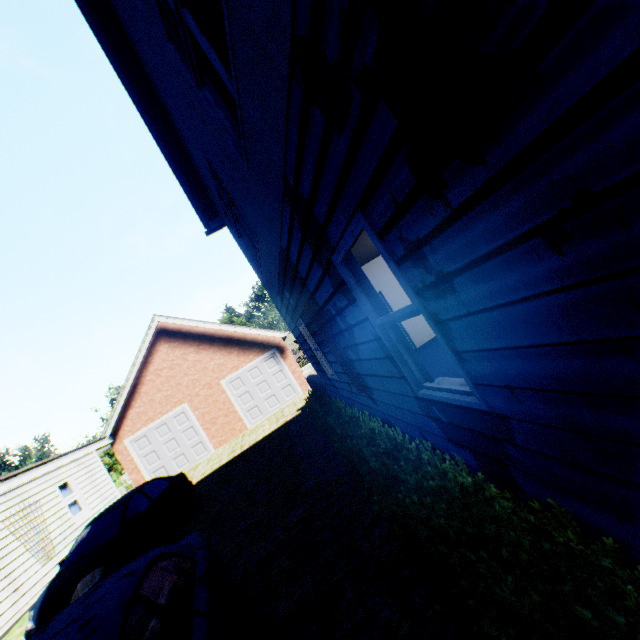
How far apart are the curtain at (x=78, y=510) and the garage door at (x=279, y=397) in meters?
7.5 m

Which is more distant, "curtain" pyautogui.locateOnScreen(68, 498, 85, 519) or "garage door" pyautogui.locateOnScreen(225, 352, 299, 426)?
"garage door" pyautogui.locateOnScreen(225, 352, 299, 426)

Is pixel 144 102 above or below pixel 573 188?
above

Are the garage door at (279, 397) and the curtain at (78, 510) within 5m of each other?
no

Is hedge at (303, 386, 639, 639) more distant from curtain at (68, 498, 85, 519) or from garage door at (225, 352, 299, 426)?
curtain at (68, 498, 85, 519)

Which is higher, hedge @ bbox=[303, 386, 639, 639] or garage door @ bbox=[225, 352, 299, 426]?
garage door @ bbox=[225, 352, 299, 426]

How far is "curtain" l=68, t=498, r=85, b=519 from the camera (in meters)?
11.97

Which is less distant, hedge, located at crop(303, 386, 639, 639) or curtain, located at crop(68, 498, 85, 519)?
hedge, located at crop(303, 386, 639, 639)
